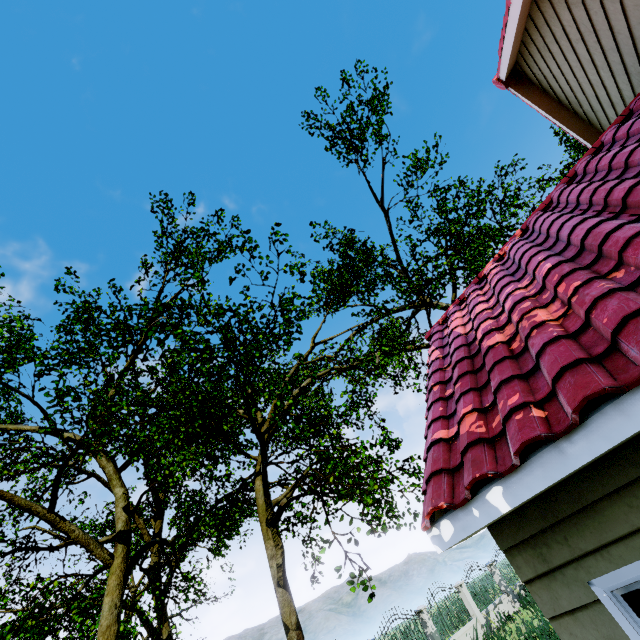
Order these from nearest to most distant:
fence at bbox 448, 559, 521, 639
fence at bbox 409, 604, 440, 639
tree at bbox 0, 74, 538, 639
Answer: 1. tree at bbox 0, 74, 538, 639
2. fence at bbox 409, 604, 440, 639
3. fence at bbox 448, 559, 521, 639

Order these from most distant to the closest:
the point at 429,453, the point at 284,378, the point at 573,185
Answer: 1. the point at 284,378
2. the point at 573,185
3. the point at 429,453

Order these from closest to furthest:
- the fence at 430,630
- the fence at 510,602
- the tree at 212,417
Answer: the tree at 212,417
the fence at 430,630
the fence at 510,602

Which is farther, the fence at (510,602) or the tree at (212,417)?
the fence at (510,602)

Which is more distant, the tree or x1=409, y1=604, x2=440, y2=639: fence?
x1=409, y1=604, x2=440, y2=639: fence

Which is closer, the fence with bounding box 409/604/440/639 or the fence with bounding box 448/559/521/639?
the fence with bounding box 409/604/440/639

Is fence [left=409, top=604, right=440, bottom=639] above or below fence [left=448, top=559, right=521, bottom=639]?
above

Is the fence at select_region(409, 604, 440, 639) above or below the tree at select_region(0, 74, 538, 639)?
below
